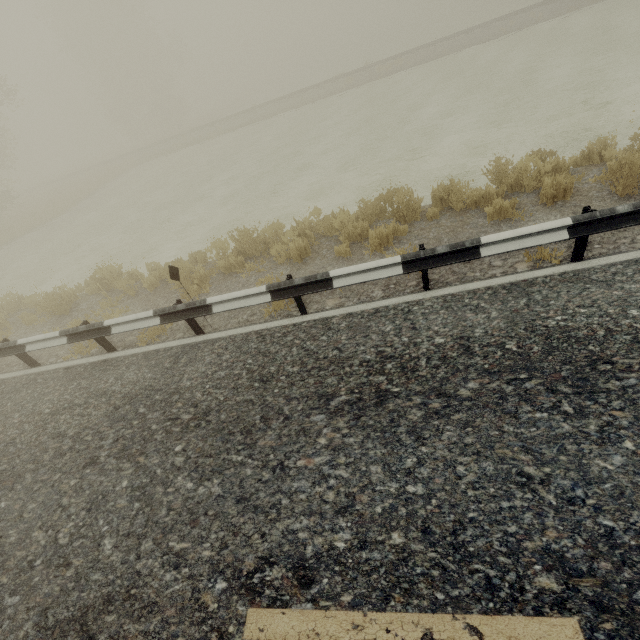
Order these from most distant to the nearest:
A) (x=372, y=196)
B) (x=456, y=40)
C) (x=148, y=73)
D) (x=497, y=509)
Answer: (x=148, y=73), (x=456, y=40), (x=372, y=196), (x=497, y=509)
